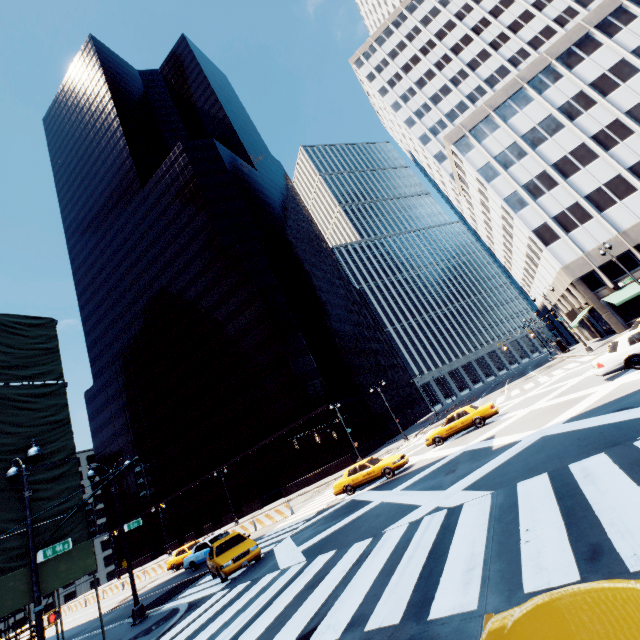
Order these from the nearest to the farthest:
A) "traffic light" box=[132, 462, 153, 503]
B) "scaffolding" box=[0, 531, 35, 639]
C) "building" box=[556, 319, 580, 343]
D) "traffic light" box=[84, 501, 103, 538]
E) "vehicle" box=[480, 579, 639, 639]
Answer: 1. "vehicle" box=[480, 579, 639, 639]
2. "traffic light" box=[132, 462, 153, 503]
3. "traffic light" box=[84, 501, 103, 538]
4. "scaffolding" box=[0, 531, 35, 639]
5. "building" box=[556, 319, 580, 343]

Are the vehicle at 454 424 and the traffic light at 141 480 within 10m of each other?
no

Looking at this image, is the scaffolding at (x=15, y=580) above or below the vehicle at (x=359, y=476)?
above

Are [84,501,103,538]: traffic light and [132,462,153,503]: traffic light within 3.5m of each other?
yes

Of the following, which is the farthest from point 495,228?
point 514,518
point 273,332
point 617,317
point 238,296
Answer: point 514,518

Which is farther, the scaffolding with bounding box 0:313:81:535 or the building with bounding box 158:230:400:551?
the building with bounding box 158:230:400:551

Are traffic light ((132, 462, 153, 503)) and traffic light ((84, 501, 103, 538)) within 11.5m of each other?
yes

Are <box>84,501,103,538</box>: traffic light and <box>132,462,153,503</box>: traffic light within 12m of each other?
yes
